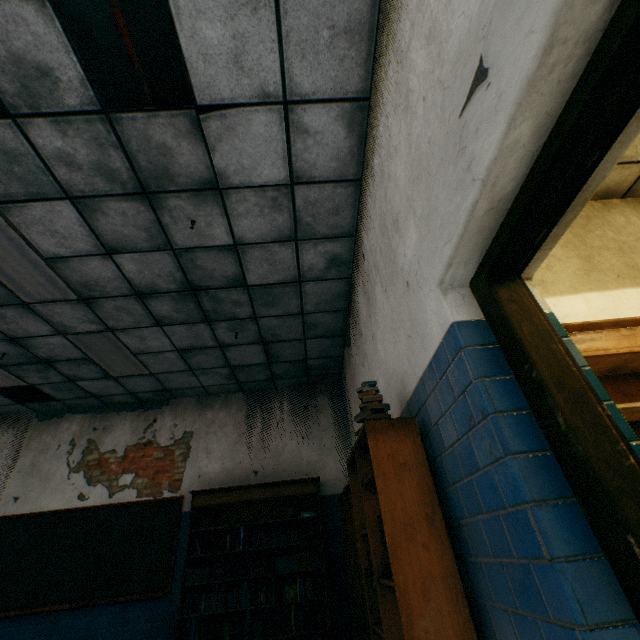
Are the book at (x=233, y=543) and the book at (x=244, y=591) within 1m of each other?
yes

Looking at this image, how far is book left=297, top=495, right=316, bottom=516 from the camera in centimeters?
494cm

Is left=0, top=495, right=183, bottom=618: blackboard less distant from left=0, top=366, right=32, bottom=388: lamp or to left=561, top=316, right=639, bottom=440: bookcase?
left=0, top=366, right=32, bottom=388: lamp

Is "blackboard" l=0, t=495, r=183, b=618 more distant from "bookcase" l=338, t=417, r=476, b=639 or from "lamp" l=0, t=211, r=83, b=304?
"lamp" l=0, t=211, r=83, b=304

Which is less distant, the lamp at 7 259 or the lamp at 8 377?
the lamp at 7 259

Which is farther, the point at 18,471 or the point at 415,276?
the point at 18,471

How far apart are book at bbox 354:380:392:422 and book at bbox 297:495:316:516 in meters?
3.5

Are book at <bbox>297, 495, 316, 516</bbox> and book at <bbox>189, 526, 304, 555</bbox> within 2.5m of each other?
yes
